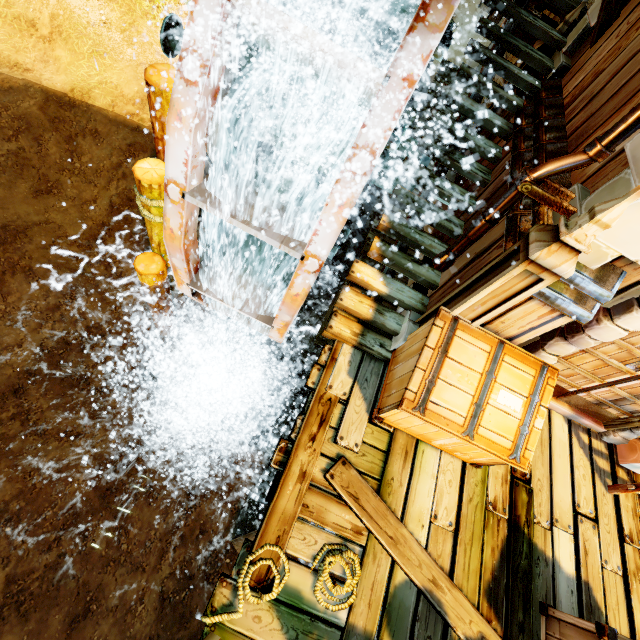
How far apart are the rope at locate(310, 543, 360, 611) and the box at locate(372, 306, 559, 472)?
1.23m

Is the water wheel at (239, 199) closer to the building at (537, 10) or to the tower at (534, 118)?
the tower at (534, 118)

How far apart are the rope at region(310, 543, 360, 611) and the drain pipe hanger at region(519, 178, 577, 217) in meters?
3.6 m

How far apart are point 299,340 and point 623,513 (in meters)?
6.55

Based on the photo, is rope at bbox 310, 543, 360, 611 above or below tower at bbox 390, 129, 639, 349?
below

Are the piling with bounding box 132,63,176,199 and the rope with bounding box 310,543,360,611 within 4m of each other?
no

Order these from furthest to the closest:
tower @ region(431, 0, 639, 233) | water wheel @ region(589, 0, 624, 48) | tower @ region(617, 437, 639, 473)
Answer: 1. tower @ region(617, 437, 639, 473)
2. water wheel @ region(589, 0, 624, 48)
3. tower @ region(431, 0, 639, 233)

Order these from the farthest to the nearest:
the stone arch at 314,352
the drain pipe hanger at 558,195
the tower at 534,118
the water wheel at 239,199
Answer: the stone arch at 314,352 < the tower at 534,118 < the drain pipe hanger at 558,195 < the water wheel at 239,199
